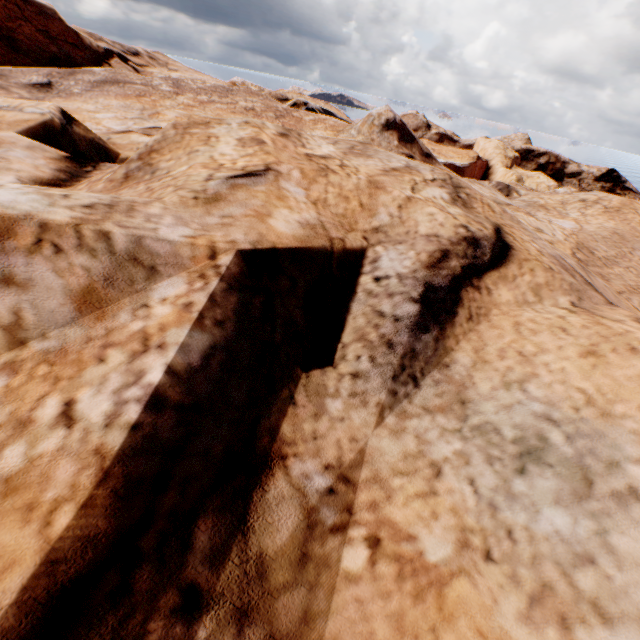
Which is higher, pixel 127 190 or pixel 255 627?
pixel 127 190
